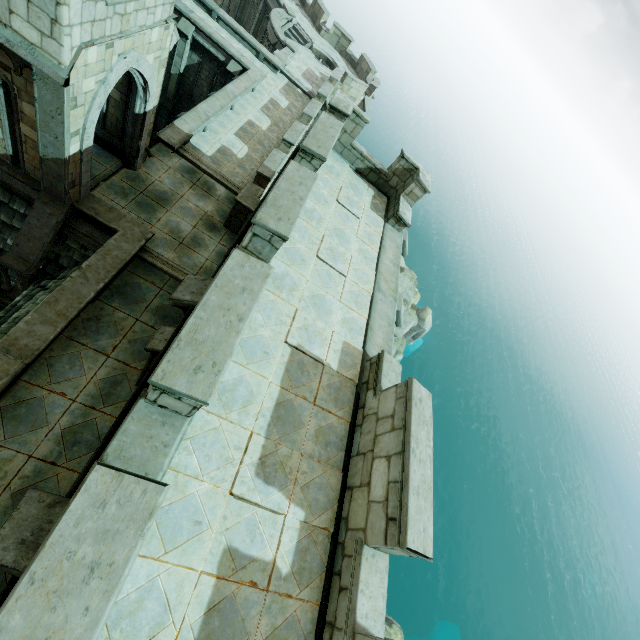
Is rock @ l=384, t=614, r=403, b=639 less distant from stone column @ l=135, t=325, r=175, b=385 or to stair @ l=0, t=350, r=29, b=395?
stone column @ l=135, t=325, r=175, b=385

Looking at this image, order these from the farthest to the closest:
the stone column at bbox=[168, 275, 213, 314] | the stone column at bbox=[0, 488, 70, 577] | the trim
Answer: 1. the trim
2. the stone column at bbox=[168, 275, 213, 314]
3. the stone column at bbox=[0, 488, 70, 577]

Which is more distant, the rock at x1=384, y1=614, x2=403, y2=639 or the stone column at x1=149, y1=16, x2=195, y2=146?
the rock at x1=384, y1=614, x2=403, y2=639

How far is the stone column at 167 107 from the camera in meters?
18.0

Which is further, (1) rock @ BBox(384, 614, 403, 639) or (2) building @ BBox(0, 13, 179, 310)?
(1) rock @ BBox(384, 614, 403, 639)

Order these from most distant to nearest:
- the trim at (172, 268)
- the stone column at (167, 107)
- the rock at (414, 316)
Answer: the rock at (414, 316)
the stone column at (167, 107)
the trim at (172, 268)

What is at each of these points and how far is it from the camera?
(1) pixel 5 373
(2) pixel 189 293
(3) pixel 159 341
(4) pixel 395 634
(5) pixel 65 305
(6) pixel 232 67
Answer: (1) stair, 6.5m
(2) stone column, 5.3m
(3) stone column, 6.8m
(4) rock, 19.0m
(5) wall trim, 7.8m
(6) stone column, 18.8m

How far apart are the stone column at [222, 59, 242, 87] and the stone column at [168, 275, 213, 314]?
17.83m
